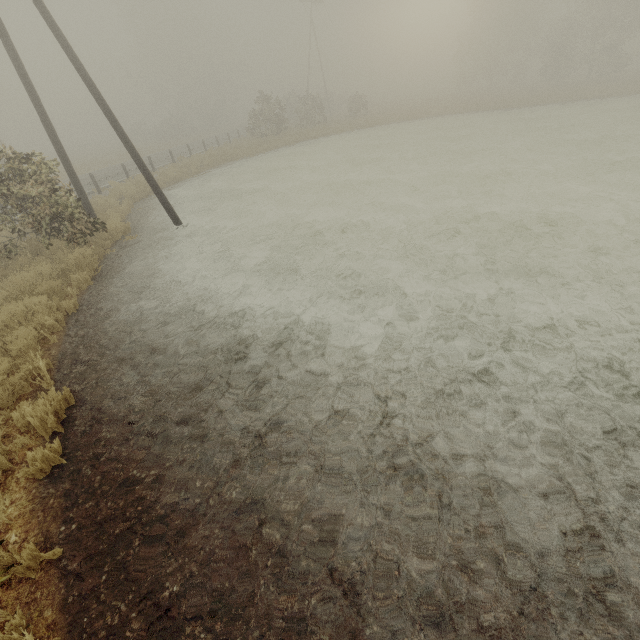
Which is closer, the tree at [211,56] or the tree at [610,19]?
the tree at [610,19]

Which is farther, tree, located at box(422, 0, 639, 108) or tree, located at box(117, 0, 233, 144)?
tree, located at box(117, 0, 233, 144)

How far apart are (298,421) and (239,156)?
24.8m
